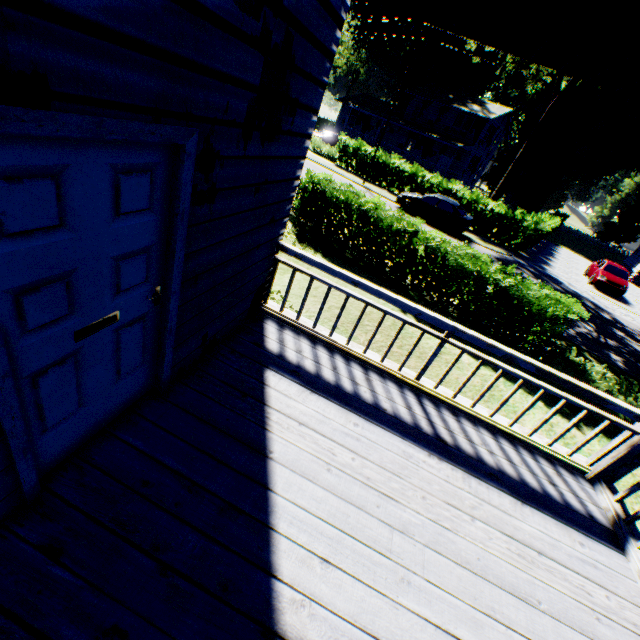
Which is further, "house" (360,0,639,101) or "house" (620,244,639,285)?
"house" (620,244,639,285)

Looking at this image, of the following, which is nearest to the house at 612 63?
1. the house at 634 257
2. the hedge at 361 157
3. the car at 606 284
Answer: the hedge at 361 157

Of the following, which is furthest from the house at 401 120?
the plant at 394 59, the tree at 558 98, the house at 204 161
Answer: the house at 204 161

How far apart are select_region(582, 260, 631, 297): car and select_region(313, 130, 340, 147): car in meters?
28.9 m

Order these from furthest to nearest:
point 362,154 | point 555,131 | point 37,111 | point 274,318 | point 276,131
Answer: point 555,131, point 362,154, point 274,318, point 276,131, point 37,111

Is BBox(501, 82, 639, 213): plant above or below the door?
above

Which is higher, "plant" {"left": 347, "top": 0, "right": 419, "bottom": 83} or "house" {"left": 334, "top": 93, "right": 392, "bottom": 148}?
"plant" {"left": 347, "top": 0, "right": 419, "bottom": 83}

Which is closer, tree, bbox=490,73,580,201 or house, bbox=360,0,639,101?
house, bbox=360,0,639,101
